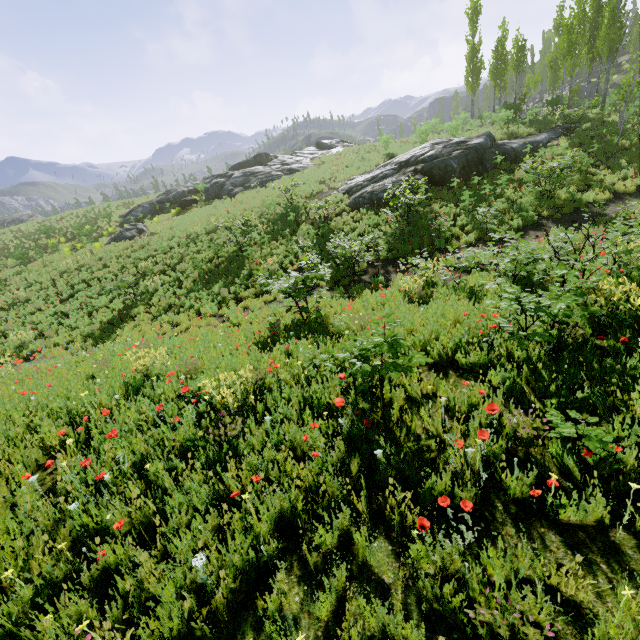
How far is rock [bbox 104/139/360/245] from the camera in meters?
28.8

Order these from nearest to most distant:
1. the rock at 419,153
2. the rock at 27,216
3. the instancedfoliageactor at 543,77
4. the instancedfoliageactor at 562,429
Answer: the instancedfoliageactor at 562,429
the instancedfoliageactor at 543,77
the rock at 419,153
the rock at 27,216

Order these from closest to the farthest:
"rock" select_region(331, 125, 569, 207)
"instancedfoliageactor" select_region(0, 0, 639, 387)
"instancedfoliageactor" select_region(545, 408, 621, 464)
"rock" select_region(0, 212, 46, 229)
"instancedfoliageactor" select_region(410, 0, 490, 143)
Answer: "instancedfoliageactor" select_region(545, 408, 621, 464) → "instancedfoliageactor" select_region(0, 0, 639, 387) → "rock" select_region(331, 125, 569, 207) → "instancedfoliageactor" select_region(410, 0, 490, 143) → "rock" select_region(0, 212, 46, 229)

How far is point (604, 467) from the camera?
3.0m

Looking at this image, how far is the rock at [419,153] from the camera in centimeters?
1778cm

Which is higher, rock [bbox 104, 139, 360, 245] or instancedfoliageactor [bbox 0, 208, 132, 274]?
rock [bbox 104, 139, 360, 245]

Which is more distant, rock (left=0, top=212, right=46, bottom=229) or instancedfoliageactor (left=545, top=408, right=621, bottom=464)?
rock (left=0, top=212, right=46, bottom=229)

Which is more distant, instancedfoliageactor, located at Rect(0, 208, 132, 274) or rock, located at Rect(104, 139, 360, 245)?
rock, located at Rect(104, 139, 360, 245)
